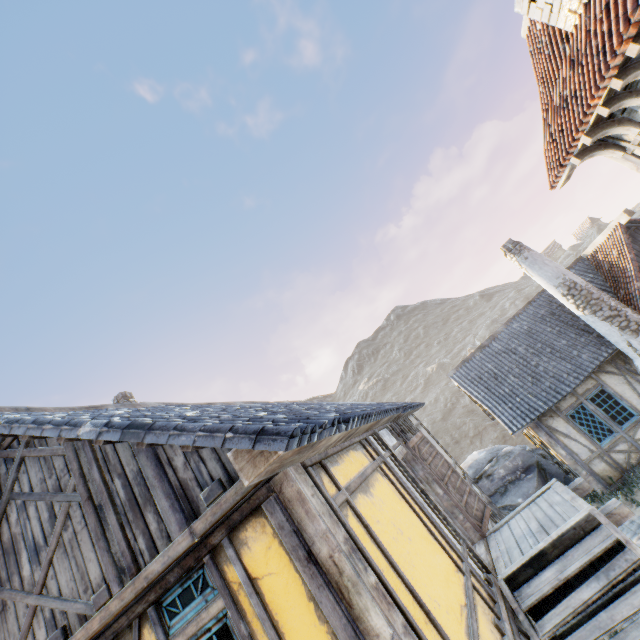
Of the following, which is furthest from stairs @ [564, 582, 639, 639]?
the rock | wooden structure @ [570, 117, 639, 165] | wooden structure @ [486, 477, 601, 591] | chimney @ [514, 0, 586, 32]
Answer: the rock

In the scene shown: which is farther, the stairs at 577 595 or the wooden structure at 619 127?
the wooden structure at 619 127

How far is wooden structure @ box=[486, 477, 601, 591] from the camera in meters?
4.6

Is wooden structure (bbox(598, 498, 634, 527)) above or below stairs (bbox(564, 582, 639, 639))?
above

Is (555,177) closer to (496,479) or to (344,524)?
(344,524)

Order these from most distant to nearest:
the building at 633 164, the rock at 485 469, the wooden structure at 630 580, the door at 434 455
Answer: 1. the rock at 485 469
2. the door at 434 455
3. the building at 633 164
4. the wooden structure at 630 580

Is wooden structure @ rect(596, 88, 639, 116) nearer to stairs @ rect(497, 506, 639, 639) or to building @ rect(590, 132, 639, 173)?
building @ rect(590, 132, 639, 173)

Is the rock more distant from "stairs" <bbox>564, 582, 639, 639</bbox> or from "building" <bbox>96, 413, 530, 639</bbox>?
"stairs" <bbox>564, 582, 639, 639</bbox>
